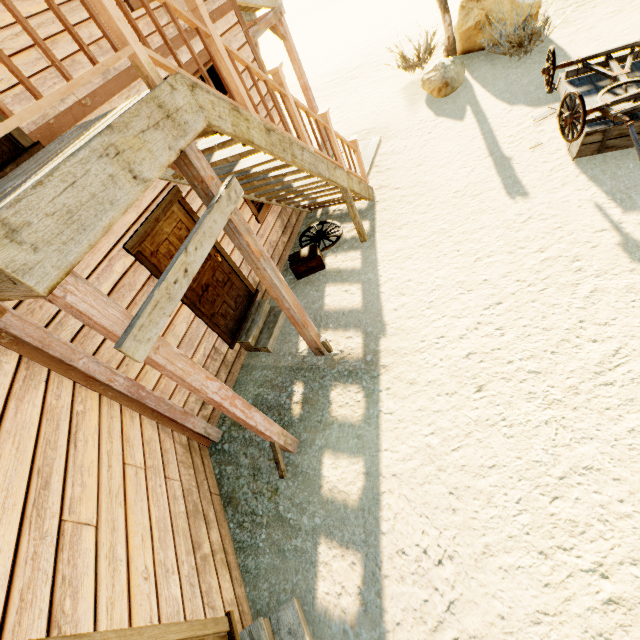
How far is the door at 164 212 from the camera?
3.8m

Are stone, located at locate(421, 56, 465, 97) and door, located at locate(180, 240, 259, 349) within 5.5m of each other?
no

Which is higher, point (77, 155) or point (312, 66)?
point (77, 155)

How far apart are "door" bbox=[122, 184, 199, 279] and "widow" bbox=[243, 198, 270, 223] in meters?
1.1

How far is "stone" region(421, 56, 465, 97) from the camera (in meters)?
8.18

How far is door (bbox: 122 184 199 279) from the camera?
3.78m

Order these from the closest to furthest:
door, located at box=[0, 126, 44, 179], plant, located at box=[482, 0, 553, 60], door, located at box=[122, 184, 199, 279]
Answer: door, located at box=[0, 126, 44, 179] < door, located at box=[122, 184, 199, 279] < plant, located at box=[482, 0, 553, 60]
